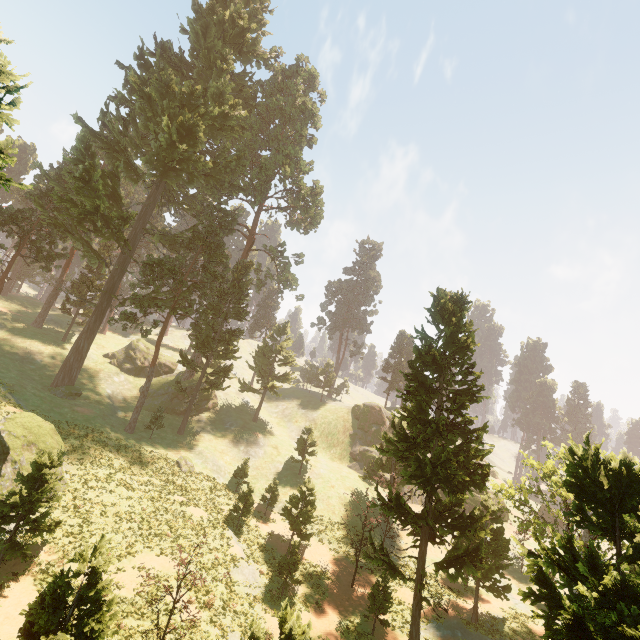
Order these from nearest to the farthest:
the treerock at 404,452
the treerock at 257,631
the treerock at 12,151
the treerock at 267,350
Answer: the treerock at 12,151
the treerock at 404,452
the treerock at 257,631
the treerock at 267,350

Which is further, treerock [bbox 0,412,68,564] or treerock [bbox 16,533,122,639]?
treerock [bbox 0,412,68,564]

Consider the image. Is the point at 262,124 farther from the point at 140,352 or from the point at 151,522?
the point at 151,522

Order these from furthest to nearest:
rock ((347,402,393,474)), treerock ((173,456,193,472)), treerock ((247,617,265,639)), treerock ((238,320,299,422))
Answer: treerock ((238,320,299,422)) → rock ((347,402,393,474)) → treerock ((173,456,193,472)) → treerock ((247,617,265,639))

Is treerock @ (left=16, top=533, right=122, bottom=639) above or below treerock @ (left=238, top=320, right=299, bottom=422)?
below

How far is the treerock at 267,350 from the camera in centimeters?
4962cm

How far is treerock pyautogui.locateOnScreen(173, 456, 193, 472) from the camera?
32.7 meters
